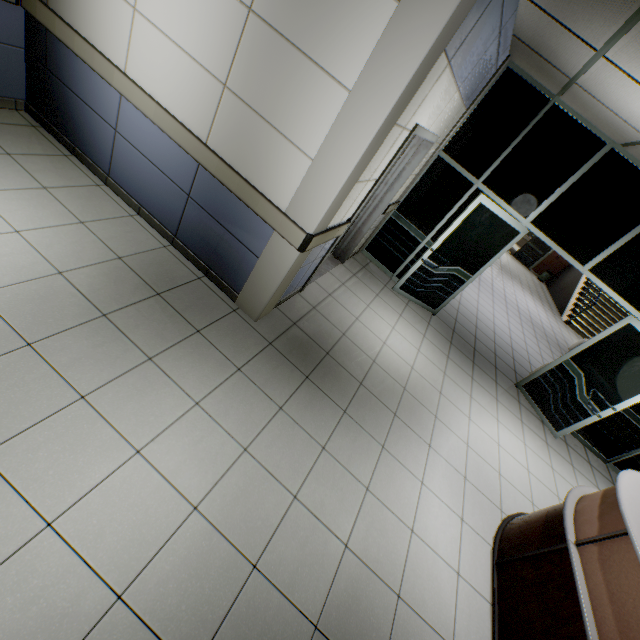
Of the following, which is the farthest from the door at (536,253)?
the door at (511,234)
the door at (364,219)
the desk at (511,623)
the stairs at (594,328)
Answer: the desk at (511,623)

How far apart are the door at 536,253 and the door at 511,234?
13.0m

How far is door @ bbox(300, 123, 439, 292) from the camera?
3.21m

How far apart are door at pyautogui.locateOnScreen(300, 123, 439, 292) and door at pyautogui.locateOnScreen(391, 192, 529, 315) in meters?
1.0 m

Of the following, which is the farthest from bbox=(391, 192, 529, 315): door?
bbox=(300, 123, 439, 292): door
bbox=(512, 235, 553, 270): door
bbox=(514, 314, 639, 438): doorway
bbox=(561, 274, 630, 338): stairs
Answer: bbox=(512, 235, 553, 270): door

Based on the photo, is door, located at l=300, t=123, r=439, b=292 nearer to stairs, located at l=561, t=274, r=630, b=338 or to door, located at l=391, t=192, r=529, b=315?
door, located at l=391, t=192, r=529, b=315

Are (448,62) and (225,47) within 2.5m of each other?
yes

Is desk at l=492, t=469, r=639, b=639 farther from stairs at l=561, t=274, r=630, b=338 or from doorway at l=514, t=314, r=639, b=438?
stairs at l=561, t=274, r=630, b=338
